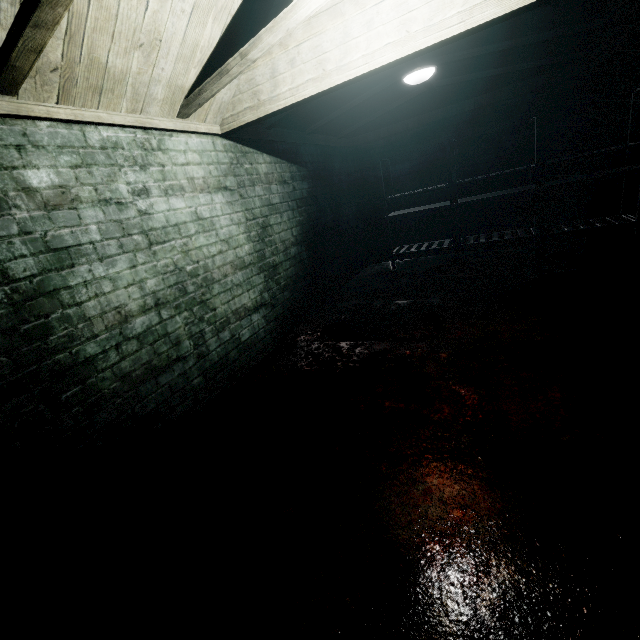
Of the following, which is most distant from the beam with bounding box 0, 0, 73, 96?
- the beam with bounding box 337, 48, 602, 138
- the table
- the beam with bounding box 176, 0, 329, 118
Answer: the beam with bounding box 337, 48, 602, 138

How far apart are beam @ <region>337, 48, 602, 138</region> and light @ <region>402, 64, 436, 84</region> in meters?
0.1

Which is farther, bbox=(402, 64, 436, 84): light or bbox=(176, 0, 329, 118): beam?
bbox=(402, 64, 436, 84): light

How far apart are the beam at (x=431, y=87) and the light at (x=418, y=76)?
0.1m

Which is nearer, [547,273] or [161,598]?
[161,598]

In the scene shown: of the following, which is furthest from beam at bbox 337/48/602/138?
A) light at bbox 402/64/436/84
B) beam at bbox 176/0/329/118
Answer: beam at bbox 176/0/329/118

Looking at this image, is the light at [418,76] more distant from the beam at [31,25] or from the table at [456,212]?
the beam at [31,25]
